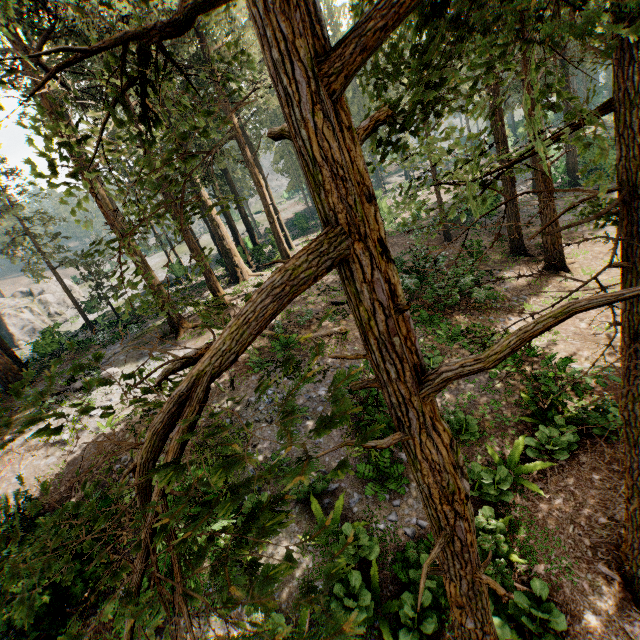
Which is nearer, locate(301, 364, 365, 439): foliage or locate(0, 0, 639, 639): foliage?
locate(301, 364, 365, 439): foliage

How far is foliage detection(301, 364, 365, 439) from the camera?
1.09m

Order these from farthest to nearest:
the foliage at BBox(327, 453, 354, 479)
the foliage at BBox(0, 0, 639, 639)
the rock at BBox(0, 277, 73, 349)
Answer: the rock at BBox(0, 277, 73, 349)
the foliage at BBox(0, 0, 639, 639)
the foliage at BBox(327, 453, 354, 479)

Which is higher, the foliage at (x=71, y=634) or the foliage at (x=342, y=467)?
the foliage at (x=342, y=467)

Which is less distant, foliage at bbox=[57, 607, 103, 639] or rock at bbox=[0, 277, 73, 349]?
foliage at bbox=[57, 607, 103, 639]

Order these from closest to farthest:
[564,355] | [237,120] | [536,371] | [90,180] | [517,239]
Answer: [536,371]
[564,355]
[90,180]
[517,239]
[237,120]

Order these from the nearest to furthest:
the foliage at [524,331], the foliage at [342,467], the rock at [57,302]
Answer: the foliage at [342,467] < the foliage at [524,331] < the rock at [57,302]
